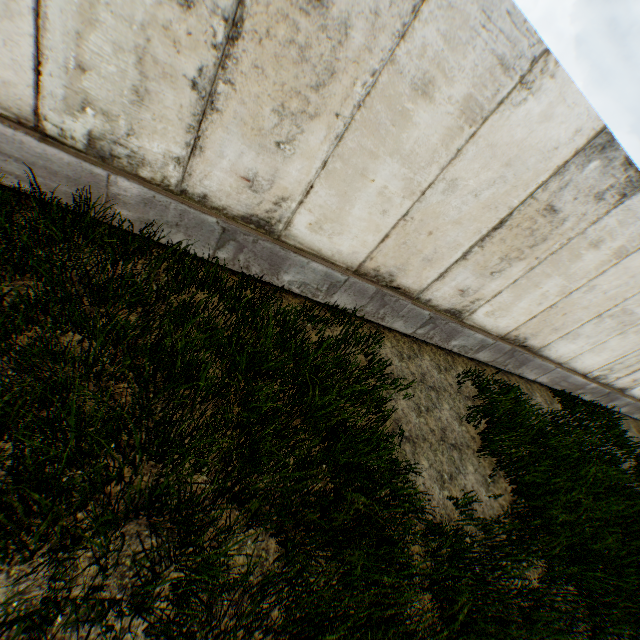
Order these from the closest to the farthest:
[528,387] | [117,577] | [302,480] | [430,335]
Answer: [117,577] < [302,480] < [430,335] < [528,387]
